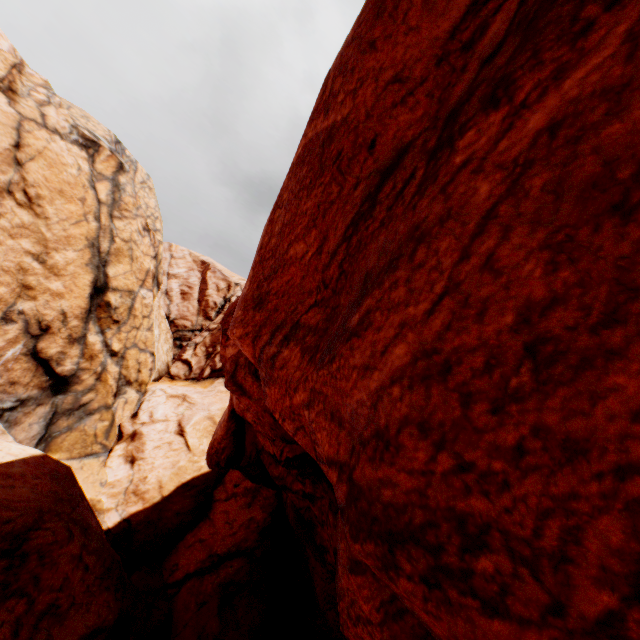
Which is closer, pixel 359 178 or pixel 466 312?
pixel 466 312
